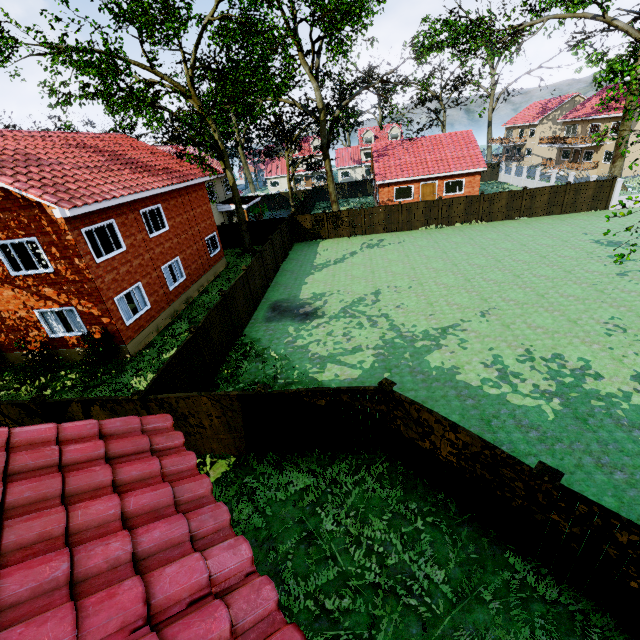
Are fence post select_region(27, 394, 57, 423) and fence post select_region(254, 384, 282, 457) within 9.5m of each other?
yes

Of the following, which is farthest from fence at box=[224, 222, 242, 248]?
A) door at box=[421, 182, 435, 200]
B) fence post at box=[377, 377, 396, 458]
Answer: door at box=[421, 182, 435, 200]

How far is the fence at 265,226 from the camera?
21.1 meters

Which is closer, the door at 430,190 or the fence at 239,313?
the fence at 239,313

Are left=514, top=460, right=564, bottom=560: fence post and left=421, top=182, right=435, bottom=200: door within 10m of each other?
no

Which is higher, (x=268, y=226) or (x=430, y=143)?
(x=430, y=143)

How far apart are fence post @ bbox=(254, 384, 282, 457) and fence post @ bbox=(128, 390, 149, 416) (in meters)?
3.12
